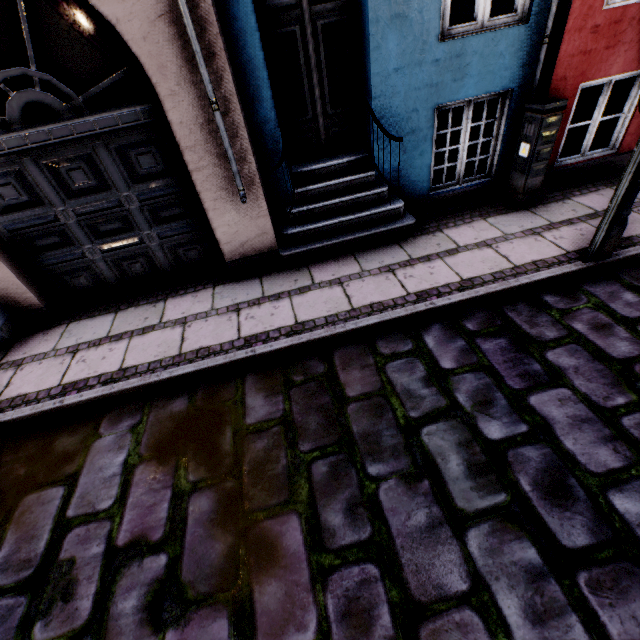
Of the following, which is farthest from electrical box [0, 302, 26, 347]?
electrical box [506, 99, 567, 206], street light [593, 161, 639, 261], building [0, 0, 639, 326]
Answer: electrical box [506, 99, 567, 206]

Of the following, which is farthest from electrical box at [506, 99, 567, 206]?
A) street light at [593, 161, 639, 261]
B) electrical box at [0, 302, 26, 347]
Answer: electrical box at [0, 302, 26, 347]

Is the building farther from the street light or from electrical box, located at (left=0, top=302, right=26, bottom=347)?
the street light

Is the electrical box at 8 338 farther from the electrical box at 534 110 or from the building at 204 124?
the electrical box at 534 110

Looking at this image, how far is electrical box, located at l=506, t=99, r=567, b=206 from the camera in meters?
4.0 m

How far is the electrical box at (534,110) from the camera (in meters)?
4.00

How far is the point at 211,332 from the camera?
3.7m

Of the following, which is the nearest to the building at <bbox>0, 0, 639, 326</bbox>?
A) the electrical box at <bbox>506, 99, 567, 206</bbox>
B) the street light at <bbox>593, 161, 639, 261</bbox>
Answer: the electrical box at <bbox>506, 99, 567, 206</bbox>
